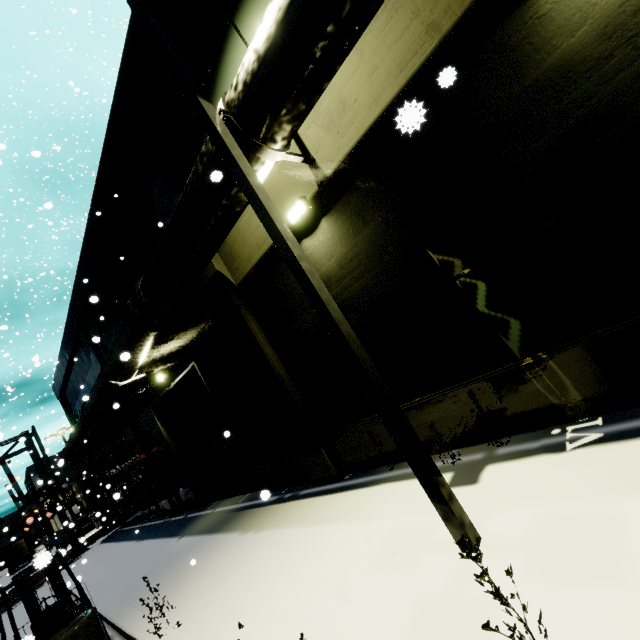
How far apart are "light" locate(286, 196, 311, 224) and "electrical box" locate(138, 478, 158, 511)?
16.1m

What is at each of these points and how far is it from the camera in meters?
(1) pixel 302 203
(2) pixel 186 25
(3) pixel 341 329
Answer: (1) light, 5.7
(2) building, 6.4
(3) light, 3.4

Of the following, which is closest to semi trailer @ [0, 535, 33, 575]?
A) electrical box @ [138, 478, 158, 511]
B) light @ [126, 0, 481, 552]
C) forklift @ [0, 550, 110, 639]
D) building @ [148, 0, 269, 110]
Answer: building @ [148, 0, 269, 110]

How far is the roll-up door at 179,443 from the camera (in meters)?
10.20

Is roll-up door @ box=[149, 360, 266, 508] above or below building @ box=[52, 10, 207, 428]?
below

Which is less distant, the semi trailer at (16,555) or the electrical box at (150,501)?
the electrical box at (150,501)

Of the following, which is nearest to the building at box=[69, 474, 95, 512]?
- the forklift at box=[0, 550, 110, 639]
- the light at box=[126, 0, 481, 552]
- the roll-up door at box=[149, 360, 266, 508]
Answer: the roll-up door at box=[149, 360, 266, 508]

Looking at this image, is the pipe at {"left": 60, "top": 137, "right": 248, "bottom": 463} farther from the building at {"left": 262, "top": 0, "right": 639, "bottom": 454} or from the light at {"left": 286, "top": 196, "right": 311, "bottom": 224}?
the light at {"left": 286, "top": 196, "right": 311, "bottom": 224}
